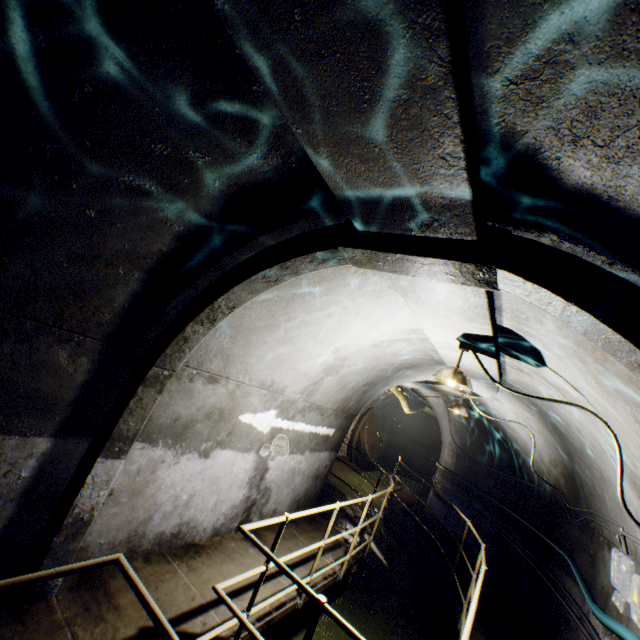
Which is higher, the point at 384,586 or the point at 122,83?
the point at 122,83

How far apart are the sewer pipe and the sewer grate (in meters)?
0.01

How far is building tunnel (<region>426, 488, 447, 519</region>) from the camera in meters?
9.9

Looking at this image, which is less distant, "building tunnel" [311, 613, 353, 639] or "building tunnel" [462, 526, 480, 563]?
"building tunnel" [311, 613, 353, 639]

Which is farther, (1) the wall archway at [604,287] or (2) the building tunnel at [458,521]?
(2) the building tunnel at [458,521]

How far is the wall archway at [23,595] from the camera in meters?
2.7 m

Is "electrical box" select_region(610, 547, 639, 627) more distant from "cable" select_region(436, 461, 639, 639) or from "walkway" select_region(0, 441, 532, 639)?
Result: "walkway" select_region(0, 441, 532, 639)

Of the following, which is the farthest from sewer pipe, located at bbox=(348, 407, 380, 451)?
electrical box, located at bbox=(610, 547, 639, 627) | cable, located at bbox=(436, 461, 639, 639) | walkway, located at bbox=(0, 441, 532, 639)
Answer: electrical box, located at bbox=(610, 547, 639, 627)
